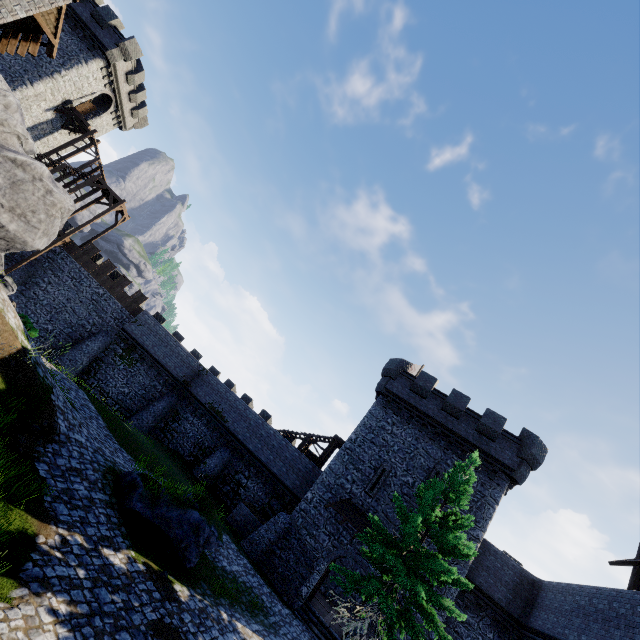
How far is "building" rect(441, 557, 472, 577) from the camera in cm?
1820

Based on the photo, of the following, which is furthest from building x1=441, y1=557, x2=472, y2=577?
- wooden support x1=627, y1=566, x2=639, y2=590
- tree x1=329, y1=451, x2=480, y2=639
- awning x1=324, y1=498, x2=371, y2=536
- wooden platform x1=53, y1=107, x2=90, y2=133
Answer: wooden platform x1=53, y1=107, x2=90, y2=133

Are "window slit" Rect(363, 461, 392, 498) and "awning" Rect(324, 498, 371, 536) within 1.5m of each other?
yes

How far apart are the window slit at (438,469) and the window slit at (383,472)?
1.85m

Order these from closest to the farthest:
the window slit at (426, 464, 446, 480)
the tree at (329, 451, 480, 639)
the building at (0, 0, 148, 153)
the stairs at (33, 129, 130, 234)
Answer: the tree at (329, 451, 480, 639)
the window slit at (426, 464, 446, 480)
the building at (0, 0, 148, 153)
the stairs at (33, 129, 130, 234)

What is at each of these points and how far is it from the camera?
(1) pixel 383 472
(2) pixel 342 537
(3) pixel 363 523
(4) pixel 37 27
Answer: (1) window slit, 21.8m
(2) building, 20.0m
(3) awning, 20.0m
(4) awning, 9.6m

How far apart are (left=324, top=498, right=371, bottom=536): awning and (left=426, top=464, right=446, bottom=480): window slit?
2.70m

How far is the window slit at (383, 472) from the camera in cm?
2114
